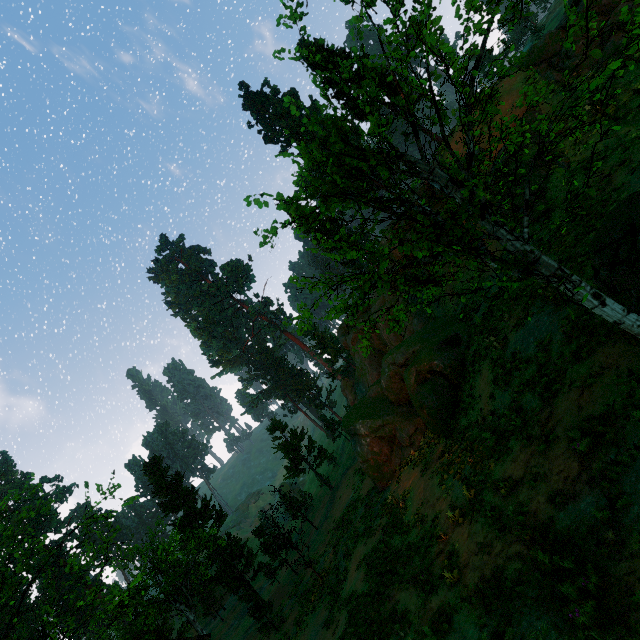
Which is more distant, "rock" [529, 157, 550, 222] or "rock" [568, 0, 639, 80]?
"rock" [529, 157, 550, 222]

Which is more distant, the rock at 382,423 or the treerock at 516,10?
the rock at 382,423

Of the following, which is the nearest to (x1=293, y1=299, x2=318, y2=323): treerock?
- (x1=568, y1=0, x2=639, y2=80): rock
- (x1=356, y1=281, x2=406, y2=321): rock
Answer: (x1=356, y1=281, x2=406, y2=321): rock

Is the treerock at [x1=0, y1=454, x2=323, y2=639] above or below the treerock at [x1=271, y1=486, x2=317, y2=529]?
above

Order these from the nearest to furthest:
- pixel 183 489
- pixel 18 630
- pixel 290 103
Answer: pixel 183 489 < pixel 18 630 < pixel 290 103

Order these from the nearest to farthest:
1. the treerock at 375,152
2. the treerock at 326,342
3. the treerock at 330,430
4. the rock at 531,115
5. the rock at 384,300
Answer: the treerock at 375,152 < the rock at 531,115 < the rock at 384,300 < the treerock at 330,430 < the treerock at 326,342

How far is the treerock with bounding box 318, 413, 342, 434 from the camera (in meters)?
49.87
